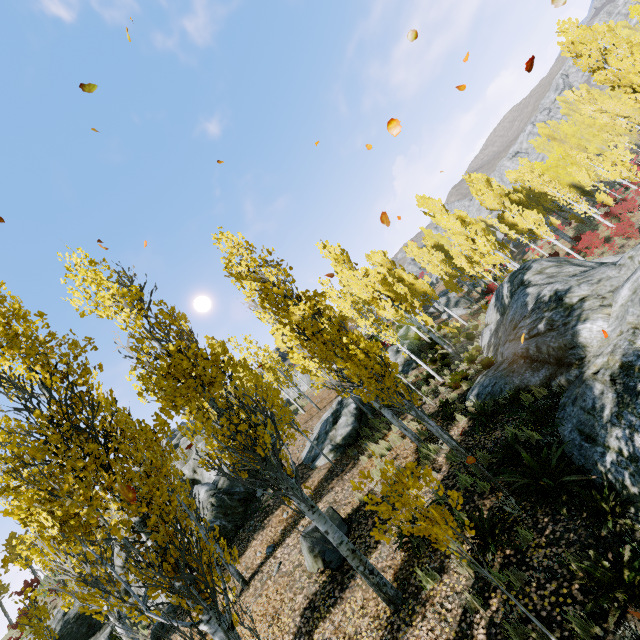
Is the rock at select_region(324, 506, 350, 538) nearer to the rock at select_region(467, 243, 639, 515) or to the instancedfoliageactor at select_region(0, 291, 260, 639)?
the instancedfoliageactor at select_region(0, 291, 260, 639)

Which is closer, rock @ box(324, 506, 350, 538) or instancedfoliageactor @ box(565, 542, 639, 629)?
instancedfoliageactor @ box(565, 542, 639, 629)

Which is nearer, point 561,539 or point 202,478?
point 561,539

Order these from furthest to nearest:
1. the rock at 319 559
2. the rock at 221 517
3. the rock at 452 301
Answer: the rock at 452 301 < the rock at 221 517 < the rock at 319 559

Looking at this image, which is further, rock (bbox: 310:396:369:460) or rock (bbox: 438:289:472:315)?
rock (bbox: 438:289:472:315)

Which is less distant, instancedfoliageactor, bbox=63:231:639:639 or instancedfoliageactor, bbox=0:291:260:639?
instancedfoliageactor, bbox=0:291:260:639

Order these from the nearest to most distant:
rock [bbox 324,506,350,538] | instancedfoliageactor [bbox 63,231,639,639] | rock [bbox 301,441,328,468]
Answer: instancedfoliageactor [bbox 63,231,639,639] → rock [bbox 324,506,350,538] → rock [bbox 301,441,328,468]

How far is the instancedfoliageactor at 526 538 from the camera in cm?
518
